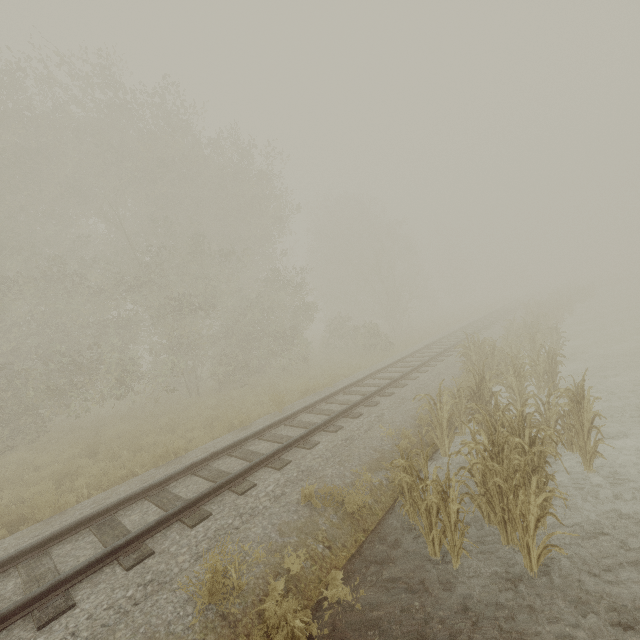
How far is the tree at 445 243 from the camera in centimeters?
5009cm

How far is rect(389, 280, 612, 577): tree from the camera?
4.45m

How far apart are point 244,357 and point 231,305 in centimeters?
426cm

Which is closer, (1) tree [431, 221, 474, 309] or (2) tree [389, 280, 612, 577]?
(2) tree [389, 280, 612, 577]

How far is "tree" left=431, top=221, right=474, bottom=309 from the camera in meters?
50.1

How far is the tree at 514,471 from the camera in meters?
4.4 m

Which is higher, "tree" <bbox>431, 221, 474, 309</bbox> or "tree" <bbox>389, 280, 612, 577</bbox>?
"tree" <bbox>431, 221, 474, 309</bbox>
